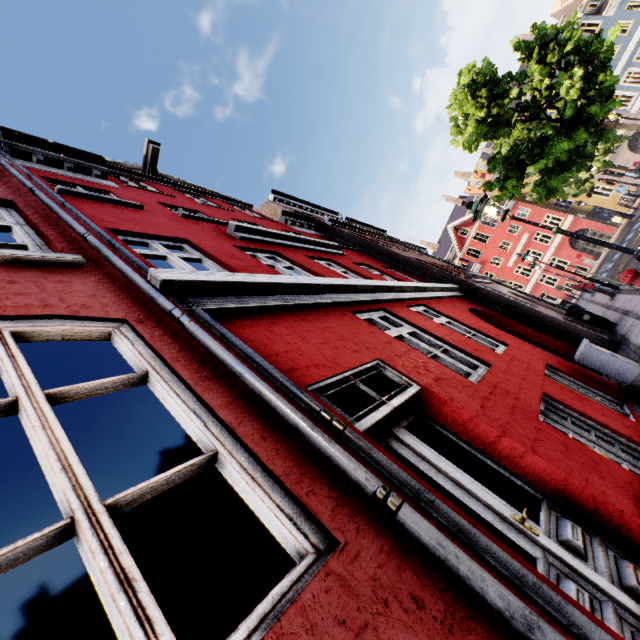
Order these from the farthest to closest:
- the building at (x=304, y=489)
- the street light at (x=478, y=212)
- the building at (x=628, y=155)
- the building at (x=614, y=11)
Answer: the building at (x=628, y=155), the building at (x=614, y=11), the street light at (x=478, y=212), the building at (x=304, y=489)

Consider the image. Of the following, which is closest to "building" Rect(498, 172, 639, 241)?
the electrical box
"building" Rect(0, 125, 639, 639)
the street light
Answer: "building" Rect(0, 125, 639, 639)

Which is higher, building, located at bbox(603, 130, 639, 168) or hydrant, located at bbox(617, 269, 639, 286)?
building, located at bbox(603, 130, 639, 168)

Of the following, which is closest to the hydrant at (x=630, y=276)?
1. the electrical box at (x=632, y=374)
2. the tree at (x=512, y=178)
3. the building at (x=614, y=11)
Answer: the electrical box at (x=632, y=374)

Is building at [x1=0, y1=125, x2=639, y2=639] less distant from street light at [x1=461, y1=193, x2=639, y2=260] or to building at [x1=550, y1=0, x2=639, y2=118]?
street light at [x1=461, y1=193, x2=639, y2=260]

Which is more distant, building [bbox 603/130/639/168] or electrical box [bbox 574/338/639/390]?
building [bbox 603/130/639/168]

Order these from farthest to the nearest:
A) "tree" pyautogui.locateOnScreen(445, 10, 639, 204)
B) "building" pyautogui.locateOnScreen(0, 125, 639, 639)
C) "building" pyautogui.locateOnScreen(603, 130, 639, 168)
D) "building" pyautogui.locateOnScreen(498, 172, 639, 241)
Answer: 1. "building" pyautogui.locateOnScreen(498, 172, 639, 241)
2. "building" pyautogui.locateOnScreen(603, 130, 639, 168)
3. "tree" pyautogui.locateOnScreen(445, 10, 639, 204)
4. "building" pyautogui.locateOnScreen(0, 125, 639, 639)

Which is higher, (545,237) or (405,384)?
(545,237)
